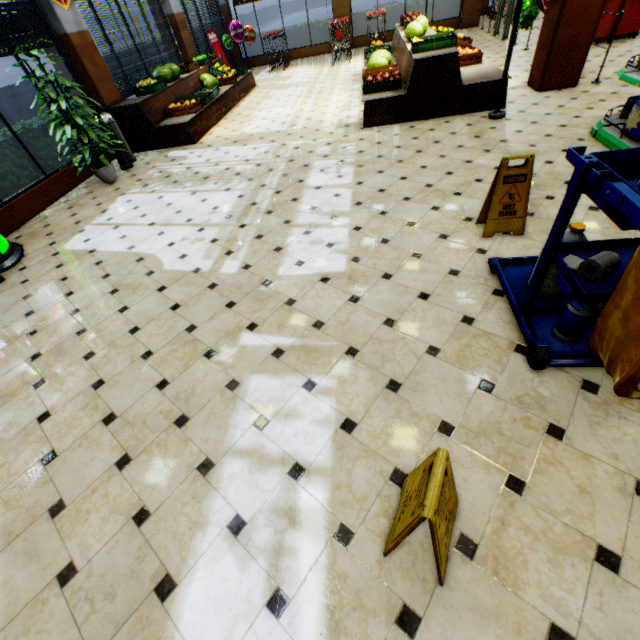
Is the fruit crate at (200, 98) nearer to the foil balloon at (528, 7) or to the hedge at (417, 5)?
the foil balloon at (528, 7)

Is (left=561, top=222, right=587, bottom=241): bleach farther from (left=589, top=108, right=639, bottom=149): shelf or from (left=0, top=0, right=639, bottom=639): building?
(left=589, top=108, right=639, bottom=149): shelf

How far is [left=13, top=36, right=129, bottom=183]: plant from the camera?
5.2 meters

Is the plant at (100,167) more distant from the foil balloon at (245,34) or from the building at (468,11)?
the foil balloon at (245,34)

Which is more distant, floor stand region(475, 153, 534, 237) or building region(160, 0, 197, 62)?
building region(160, 0, 197, 62)

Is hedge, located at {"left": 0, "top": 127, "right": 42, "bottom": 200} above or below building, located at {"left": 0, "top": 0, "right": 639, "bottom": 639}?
above

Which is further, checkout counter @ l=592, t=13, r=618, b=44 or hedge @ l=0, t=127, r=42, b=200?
checkout counter @ l=592, t=13, r=618, b=44

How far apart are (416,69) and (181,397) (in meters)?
6.55
